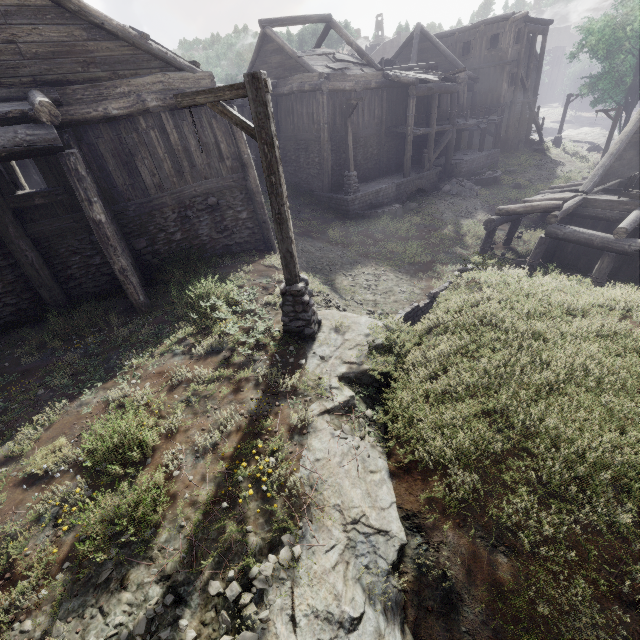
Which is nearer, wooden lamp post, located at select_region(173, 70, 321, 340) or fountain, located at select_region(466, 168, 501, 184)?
wooden lamp post, located at select_region(173, 70, 321, 340)

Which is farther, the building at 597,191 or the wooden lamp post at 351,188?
the wooden lamp post at 351,188

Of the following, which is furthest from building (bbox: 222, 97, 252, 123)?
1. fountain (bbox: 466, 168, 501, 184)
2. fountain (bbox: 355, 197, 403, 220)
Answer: fountain (bbox: 466, 168, 501, 184)

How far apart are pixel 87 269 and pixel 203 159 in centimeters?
495cm

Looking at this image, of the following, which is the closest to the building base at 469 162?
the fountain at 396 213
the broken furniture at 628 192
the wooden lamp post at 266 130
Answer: the fountain at 396 213

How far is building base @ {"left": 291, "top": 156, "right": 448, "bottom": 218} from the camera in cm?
1884

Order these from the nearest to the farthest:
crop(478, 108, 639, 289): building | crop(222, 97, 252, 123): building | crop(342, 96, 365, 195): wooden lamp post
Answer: crop(222, 97, 252, 123): building → crop(478, 108, 639, 289): building → crop(342, 96, 365, 195): wooden lamp post

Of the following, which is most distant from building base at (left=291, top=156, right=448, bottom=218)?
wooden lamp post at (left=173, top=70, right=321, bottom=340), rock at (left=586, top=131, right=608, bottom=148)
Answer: rock at (left=586, top=131, right=608, bottom=148)
